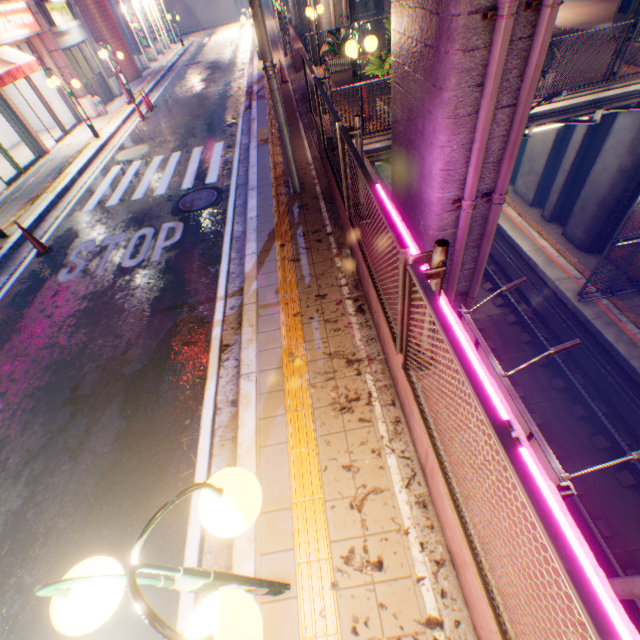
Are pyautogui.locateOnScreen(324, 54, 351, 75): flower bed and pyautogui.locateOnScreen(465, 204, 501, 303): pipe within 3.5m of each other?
no

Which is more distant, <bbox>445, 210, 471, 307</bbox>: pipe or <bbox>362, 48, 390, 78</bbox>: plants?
<bbox>362, 48, 390, 78</bbox>: plants

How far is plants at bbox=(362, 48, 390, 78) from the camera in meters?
7.6 m

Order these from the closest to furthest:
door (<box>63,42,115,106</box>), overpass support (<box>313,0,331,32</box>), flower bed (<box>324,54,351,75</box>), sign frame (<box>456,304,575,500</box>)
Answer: sign frame (<box>456,304,575,500</box>) → flower bed (<box>324,54,351,75</box>) → overpass support (<box>313,0,331,32</box>) → door (<box>63,42,115,106</box>)

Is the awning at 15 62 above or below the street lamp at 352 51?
above

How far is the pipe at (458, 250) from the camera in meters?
5.8 m

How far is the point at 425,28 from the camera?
4.73m

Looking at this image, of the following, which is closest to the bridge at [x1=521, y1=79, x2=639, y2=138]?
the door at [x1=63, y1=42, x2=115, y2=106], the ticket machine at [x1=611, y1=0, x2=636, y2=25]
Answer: the ticket machine at [x1=611, y1=0, x2=636, y2=25]
